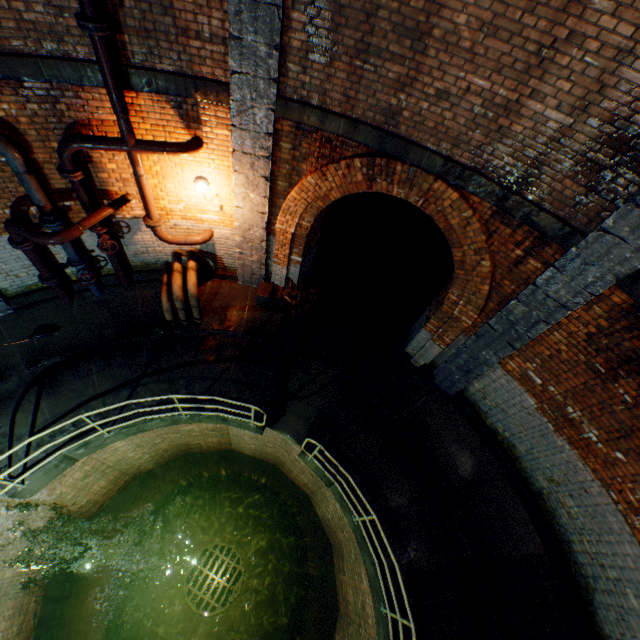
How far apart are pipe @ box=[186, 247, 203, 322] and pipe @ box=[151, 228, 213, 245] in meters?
0.4

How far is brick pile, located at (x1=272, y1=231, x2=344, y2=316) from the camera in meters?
8.4

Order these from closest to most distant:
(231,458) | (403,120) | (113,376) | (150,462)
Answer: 1. (403,120)
2. (113,376)
3. (150,462)
4. (231,458)

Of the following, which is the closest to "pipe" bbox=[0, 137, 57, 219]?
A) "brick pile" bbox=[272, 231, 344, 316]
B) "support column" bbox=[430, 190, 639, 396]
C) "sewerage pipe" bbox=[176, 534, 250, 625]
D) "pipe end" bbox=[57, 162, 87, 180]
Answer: "pipe end" bbox=[57, 162, 87, 180]

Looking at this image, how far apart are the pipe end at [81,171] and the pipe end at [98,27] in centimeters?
202cm

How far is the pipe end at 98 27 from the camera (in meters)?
3.74

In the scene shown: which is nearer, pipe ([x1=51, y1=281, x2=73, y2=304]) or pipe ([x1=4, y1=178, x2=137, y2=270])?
pipe ([x1=4, y1=178, x2=137, y2=270])

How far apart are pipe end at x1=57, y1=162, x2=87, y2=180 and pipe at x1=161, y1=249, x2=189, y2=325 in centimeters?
228cm
